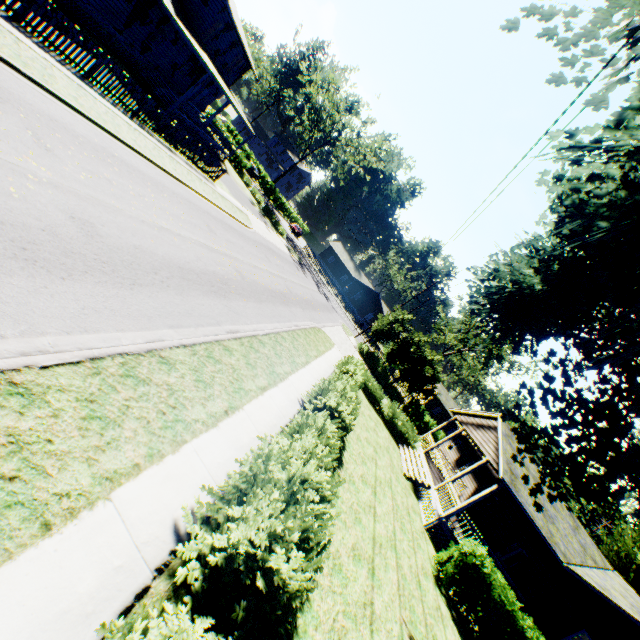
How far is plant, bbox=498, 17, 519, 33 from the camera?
6.9m

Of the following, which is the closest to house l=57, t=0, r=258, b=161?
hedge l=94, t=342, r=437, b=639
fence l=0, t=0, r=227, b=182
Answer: fence l=0, t=0, r=227, b=182

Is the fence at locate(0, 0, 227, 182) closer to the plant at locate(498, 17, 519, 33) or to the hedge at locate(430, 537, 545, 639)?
the plant at locate(498, 17, 519, 33)

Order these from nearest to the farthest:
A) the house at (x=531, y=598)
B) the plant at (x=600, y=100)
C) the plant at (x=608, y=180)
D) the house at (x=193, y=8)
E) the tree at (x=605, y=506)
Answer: the plant at (x=600, y=100), the plant at (x=608, y=180), the house at (x=531, y=598), the house at (x=193, y=8), the tree at (x=605, y=506)

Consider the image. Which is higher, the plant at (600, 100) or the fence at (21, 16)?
the plant at (600, 100)

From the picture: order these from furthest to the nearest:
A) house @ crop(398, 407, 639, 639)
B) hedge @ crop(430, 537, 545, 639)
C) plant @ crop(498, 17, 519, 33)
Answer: house @ crop(398, 407, 639, 639), hedge @ crop(430, 537, 545, 639), plant @ crop(498, 17, 519, 33)

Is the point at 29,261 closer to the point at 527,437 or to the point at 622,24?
the point at 622,24

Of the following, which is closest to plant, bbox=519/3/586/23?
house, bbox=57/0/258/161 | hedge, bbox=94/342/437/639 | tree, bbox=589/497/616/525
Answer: house, bbox=57/0/258/161
